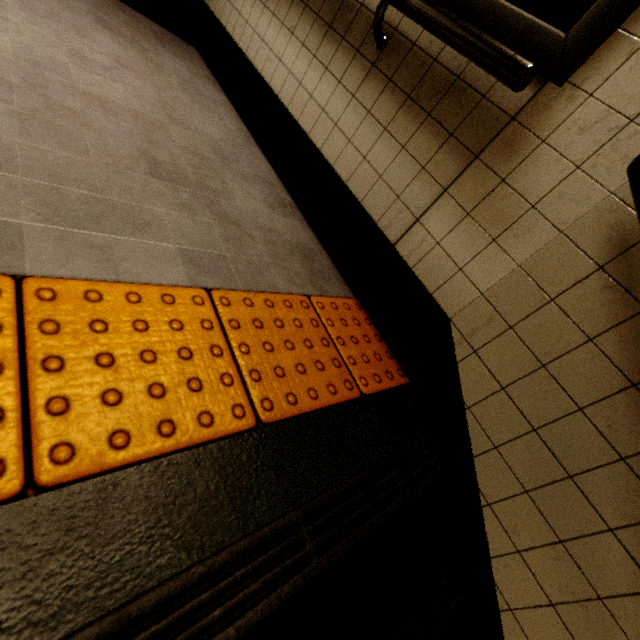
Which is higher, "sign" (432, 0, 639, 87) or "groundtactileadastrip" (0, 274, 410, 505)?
"sign" (432, 0, 639, 87)

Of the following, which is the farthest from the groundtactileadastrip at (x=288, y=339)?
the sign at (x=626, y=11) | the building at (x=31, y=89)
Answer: the sign at (x=626, y=11)

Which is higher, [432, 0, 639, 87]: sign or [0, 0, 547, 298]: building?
[432, 0, 639, 87]: sign

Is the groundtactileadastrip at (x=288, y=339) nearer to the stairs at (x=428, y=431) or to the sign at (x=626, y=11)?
the stairs at (x=428, y=431)

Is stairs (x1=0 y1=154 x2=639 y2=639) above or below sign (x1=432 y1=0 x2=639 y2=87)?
below

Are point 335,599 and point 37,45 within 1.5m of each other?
no

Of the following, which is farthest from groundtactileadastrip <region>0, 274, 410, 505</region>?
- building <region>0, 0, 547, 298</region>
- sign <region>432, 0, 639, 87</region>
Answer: sign <region>432, 0, 639, 87</region>
